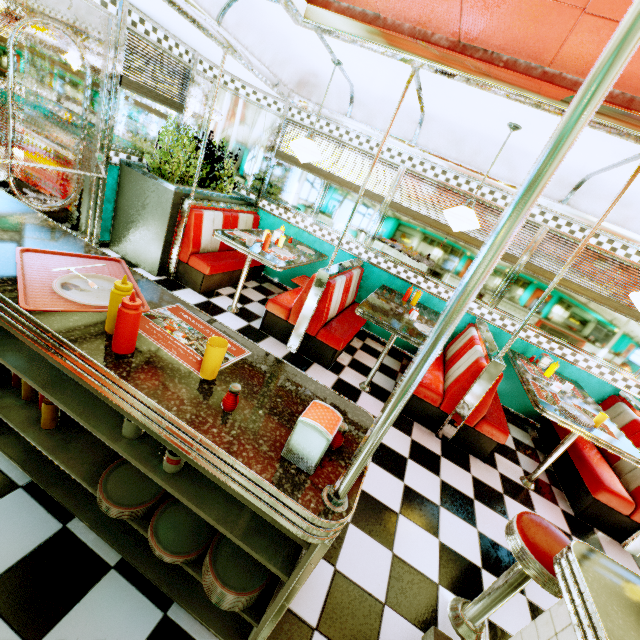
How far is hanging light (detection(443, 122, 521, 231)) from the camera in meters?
3.2

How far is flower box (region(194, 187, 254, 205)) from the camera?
4.2m

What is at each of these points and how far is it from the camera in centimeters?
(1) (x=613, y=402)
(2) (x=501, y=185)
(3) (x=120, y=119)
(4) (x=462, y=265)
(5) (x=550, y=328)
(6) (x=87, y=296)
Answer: (1) seat, 417cm
(2) trim, 405cm
(3) window, 380cm
(4) window, 458cm
(5) window, 439cm
(6) plate, 135cm

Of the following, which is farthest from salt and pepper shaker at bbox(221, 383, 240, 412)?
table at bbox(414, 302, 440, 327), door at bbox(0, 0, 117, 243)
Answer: door at bbox(0, 0, 117, 243)

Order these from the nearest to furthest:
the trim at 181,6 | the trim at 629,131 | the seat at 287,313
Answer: the trim at 629,131, the trim at 181,6, the seat at 287,313

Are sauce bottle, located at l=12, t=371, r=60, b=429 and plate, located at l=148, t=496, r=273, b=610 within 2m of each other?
yes

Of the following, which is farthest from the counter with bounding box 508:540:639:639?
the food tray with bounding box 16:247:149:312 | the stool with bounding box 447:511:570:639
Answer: the food tray with bounding box 16:247:149:312

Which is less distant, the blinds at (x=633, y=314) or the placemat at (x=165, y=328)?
the placemat at (x=165, y=328)
